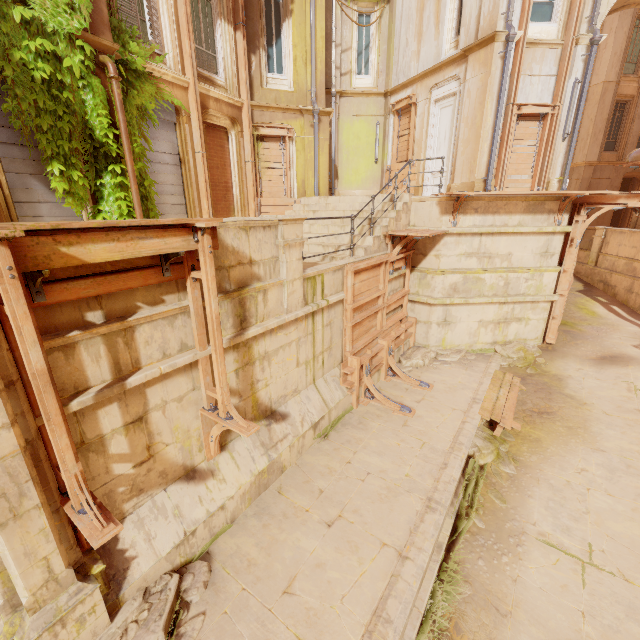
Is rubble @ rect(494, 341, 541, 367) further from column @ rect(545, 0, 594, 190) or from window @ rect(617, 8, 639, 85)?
window @ rect(617, 8, 639, 85)

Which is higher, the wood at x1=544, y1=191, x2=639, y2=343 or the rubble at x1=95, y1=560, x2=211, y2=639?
the wood at x1=544, y1=191, x2=639, y2=343

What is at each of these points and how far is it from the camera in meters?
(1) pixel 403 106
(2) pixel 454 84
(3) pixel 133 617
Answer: (1) wood, 13.8
(2) door, 11.5
(3) rubble, 3.7

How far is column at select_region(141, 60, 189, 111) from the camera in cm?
811

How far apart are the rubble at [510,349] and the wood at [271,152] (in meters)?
9.07

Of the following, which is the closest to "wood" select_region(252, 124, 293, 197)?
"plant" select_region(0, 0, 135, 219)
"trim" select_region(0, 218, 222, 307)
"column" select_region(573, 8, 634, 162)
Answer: "plant" select_region(0, 0, 135, 219)

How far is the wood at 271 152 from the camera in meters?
11.4

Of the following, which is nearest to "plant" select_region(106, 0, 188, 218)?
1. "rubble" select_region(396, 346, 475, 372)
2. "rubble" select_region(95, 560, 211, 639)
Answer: "rubble" select_region(95, 560, 211, 639)
